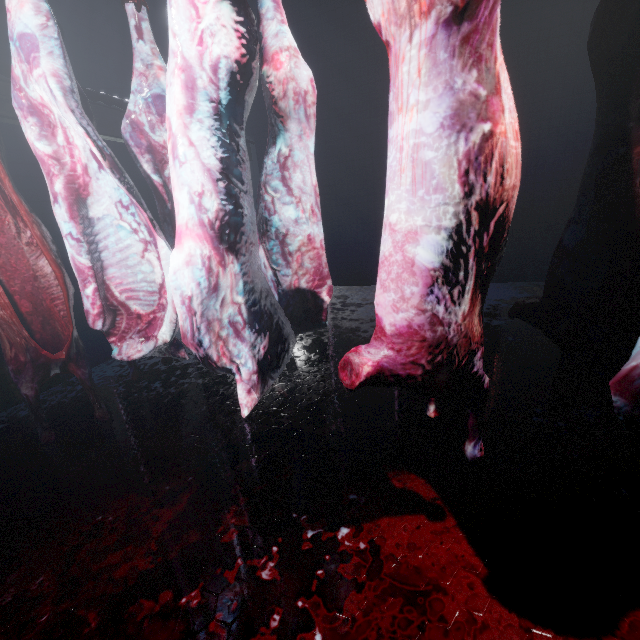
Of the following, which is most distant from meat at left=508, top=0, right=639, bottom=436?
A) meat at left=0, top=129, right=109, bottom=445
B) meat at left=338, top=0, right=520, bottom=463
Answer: meat at left=0, top=129, right=109, bottom=445

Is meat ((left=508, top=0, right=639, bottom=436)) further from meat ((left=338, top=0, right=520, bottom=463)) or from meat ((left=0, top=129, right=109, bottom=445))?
meat ((left=0, top=129, right=109, bottom=445))

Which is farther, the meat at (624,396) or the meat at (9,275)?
the meat at (9,275)

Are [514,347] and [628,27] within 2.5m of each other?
yes

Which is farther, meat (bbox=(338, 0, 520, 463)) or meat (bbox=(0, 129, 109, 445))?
meat (bbox=(0, 129, 109, 445))

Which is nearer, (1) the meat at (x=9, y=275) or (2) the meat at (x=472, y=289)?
(2) the meat at (x=472, y=289)
